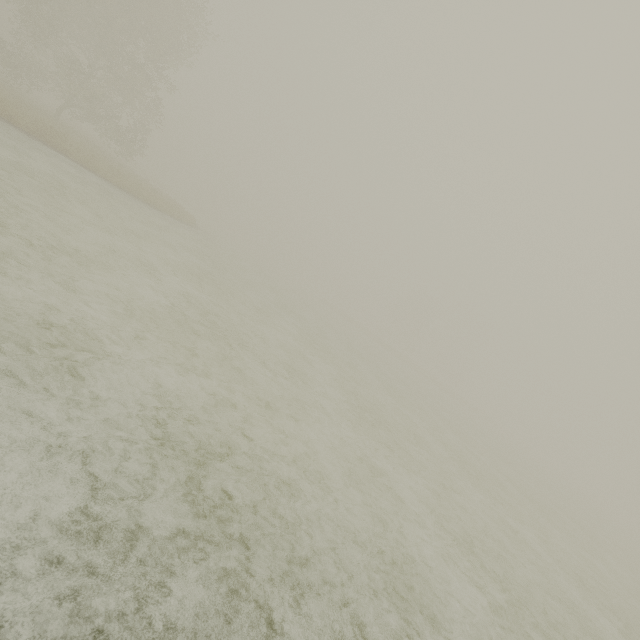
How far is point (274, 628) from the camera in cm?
277
